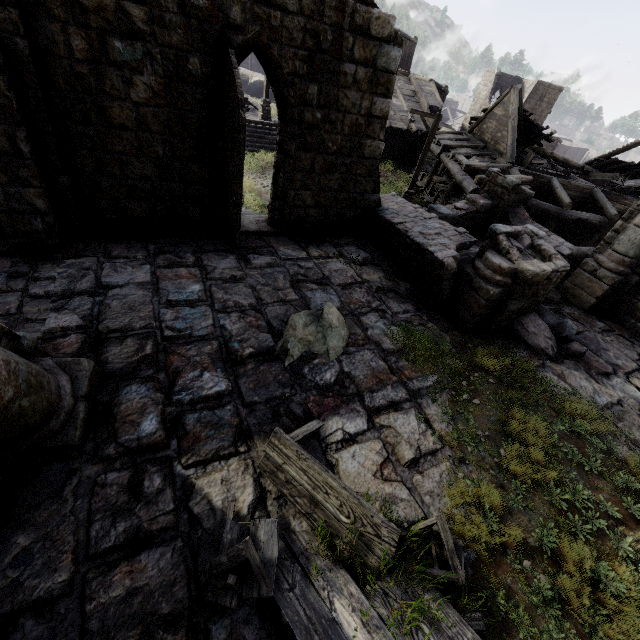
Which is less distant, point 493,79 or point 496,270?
point 496,270

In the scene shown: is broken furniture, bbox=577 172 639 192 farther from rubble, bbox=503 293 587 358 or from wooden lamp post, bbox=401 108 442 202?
rubble, bbox=503 293 587 358

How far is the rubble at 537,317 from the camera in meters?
7.3

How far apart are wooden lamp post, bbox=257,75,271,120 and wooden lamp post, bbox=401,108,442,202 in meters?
9.5

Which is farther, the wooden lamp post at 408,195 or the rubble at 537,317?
the wooden lamp post at 408,195

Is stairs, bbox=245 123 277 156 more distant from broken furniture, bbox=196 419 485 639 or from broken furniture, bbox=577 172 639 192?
broken furniture, bbox=196 419 485 639

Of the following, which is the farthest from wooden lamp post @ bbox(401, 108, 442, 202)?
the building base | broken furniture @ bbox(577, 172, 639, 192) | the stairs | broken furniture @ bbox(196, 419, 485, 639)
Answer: broken furniture @ bbox(196, 419, 485, 639)

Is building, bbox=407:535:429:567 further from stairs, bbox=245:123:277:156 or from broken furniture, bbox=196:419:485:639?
stairs, bbox=245:123:277:156
